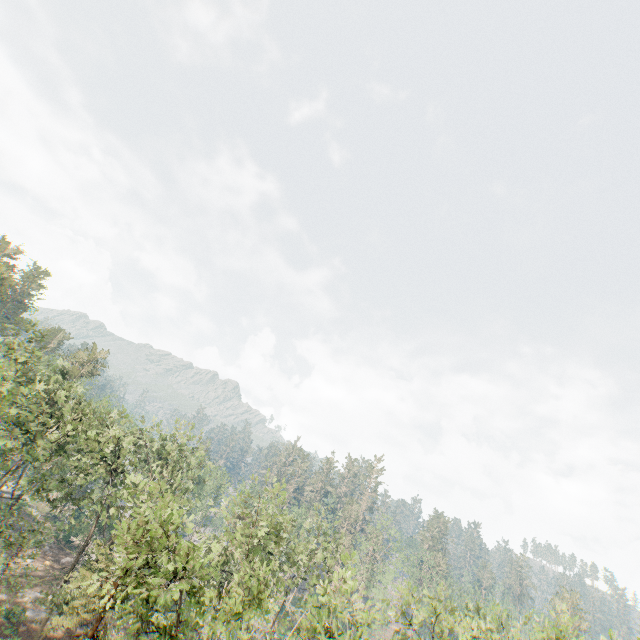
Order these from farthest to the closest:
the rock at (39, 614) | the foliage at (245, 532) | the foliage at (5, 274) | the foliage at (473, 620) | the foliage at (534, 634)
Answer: the foliage at (5, 274) < the rock at (39, 614) < the foliage at (473, 620) < the foliage at (534, 634) < the foliage at (245, 532)

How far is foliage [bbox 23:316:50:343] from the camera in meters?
30.0 m

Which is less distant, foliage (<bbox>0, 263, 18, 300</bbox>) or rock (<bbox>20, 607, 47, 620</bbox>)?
rock (<bbox>20, 607, 47, 620</bbox>)

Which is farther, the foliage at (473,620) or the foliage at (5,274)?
the foliage at (5,274)

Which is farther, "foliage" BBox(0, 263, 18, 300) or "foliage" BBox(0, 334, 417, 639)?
"foliage" BBox(0, 263, 18, 300)

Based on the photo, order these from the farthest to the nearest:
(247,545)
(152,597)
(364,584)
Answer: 1. (364,584)
2. (247,545)
3. (152,597)

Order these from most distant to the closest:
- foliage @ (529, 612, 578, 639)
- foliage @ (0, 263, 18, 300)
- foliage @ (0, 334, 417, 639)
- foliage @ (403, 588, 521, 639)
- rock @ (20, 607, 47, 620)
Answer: foliage @ (0, 263, 18, 300)
rock @ (20, 607, 47, 620)
foliage @ (403, 588, 521, 639)
foliage @ (529, 612, 578, 639)
foliage @ (0, 334, 417, 639)

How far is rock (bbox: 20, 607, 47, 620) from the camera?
30.0 meters
